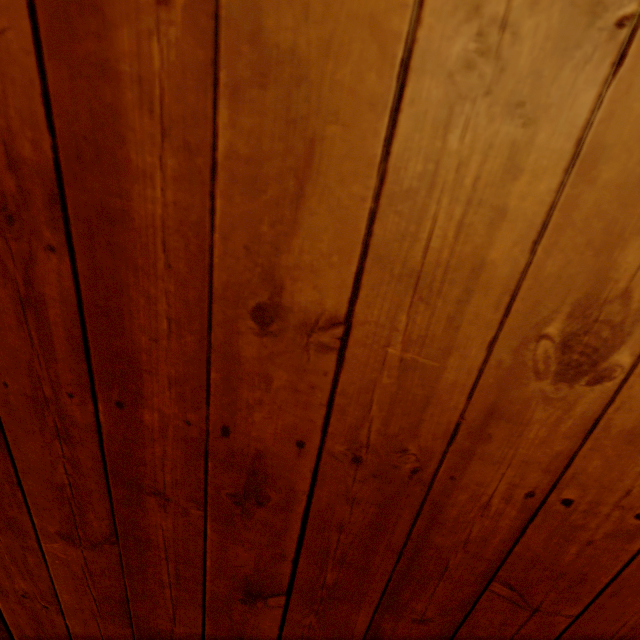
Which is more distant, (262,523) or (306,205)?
(262,523)
